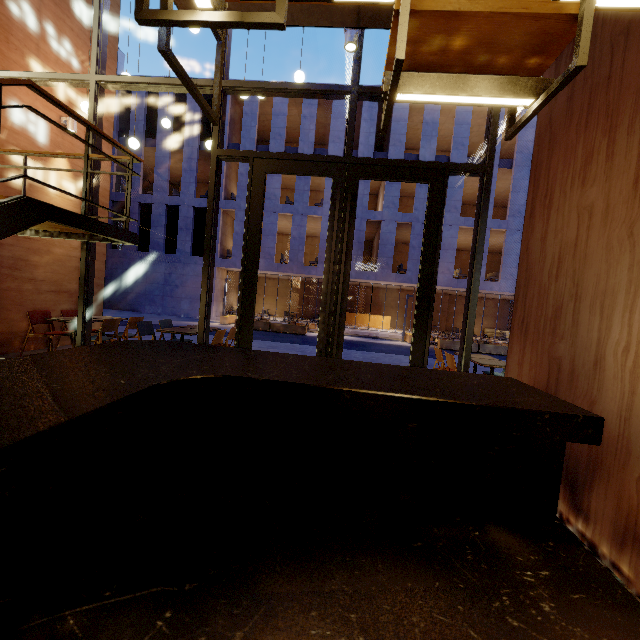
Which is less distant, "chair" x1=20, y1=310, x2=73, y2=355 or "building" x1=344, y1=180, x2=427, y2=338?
"chair" x1=20, y1=310, x2=73, y2=355

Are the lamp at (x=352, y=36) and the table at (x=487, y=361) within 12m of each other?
yes

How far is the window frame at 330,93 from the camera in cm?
455

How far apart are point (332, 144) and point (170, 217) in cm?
1446

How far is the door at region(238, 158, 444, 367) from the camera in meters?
4.6

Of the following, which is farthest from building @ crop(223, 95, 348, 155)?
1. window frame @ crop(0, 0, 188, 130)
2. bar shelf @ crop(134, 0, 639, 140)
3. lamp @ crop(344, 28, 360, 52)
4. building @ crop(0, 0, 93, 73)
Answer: bar shelf @ crop(134, 0, 639, 140)

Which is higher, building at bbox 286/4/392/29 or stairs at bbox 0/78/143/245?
building at bbox 286/4/392/29

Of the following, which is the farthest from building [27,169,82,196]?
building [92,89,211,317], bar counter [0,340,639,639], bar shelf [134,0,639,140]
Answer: building [92,89,211,317]
